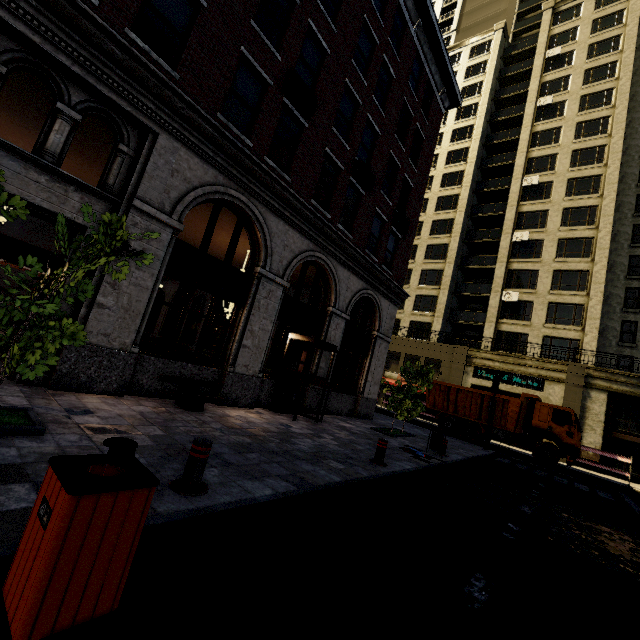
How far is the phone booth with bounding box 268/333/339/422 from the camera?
10.3 meters

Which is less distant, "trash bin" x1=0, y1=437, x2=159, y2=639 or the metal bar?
"trash bin" x1=0, y1=437, x2=159, y2=639

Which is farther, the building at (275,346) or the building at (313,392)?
the building at (313,392)

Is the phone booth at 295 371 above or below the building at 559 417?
below

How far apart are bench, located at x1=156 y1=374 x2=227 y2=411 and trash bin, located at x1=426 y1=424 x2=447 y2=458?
6.9m

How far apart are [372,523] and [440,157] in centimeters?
4301cm

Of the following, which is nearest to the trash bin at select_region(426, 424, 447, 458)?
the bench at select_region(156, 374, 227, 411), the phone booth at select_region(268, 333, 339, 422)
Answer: the phone booth at select_region(268, 333, 339, 422)

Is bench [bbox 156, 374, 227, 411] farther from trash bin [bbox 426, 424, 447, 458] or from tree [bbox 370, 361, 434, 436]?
trash bin [bbox 426, 424, 447, 458]
